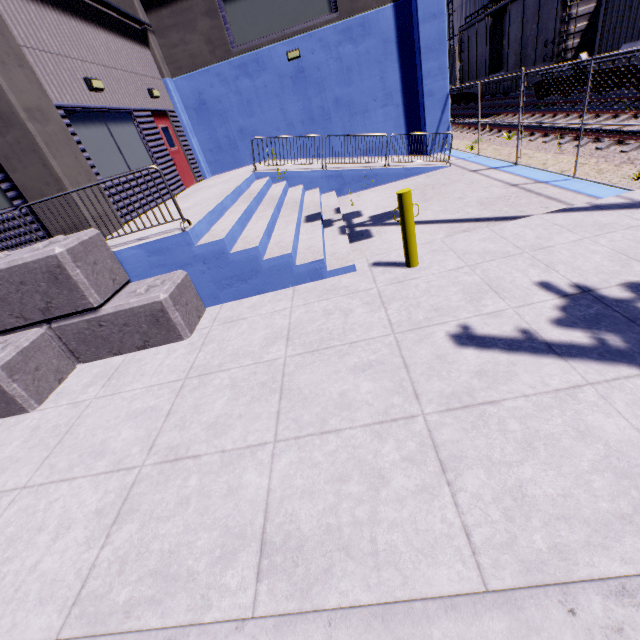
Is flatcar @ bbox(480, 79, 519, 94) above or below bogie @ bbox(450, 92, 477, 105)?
above

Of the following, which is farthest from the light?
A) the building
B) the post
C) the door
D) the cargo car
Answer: the cargo car

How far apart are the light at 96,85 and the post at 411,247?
8.08m

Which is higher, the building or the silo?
the silo

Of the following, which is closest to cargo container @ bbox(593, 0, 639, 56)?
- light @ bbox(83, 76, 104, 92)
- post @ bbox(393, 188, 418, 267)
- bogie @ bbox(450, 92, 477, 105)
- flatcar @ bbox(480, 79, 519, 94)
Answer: flatcar @ bbox(480, 79, 519, 94)

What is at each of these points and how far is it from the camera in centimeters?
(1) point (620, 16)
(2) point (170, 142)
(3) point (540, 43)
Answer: (1) cargo container, 1142cm
(2) door, 1152cm
(3) cargo car, 1499cm

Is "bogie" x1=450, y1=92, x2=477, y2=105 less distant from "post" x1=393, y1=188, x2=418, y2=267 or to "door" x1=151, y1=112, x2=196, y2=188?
"door" x1=151, y1=112, x2=196, y2=188

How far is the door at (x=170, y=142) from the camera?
11.0m
